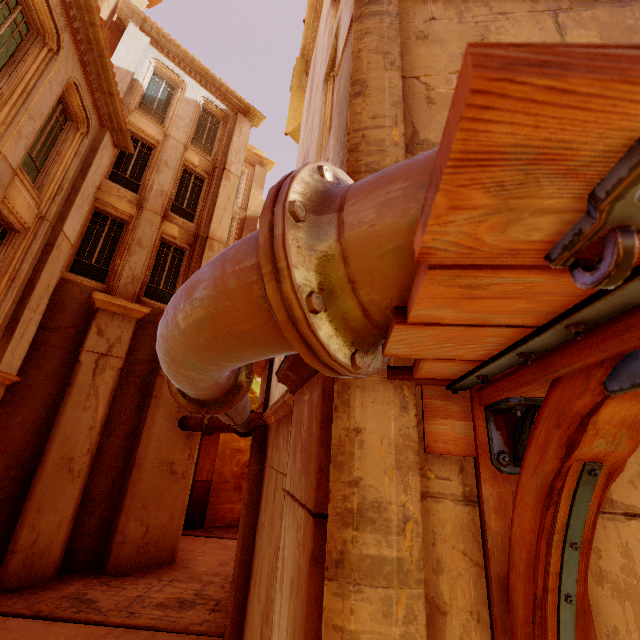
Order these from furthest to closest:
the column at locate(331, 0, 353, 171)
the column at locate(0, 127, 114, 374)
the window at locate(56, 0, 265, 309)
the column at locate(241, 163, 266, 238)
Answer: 1. the column at locate(241, 163, 266, 238)
2. the window at locate(56, 0, 265, 309)
3. the column at locate(0, 127, 114, 374)
4. the column at locate(331, 0, 353, 171)

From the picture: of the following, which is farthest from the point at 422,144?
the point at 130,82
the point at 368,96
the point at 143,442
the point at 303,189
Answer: the point at 130,82

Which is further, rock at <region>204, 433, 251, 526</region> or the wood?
rock at <region>204, 433, 251, 526</region>

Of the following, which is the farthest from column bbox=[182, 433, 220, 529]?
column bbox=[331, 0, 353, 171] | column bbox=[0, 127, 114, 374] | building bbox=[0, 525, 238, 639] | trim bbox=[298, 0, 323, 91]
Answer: column bbox=[331, 0, 353, 171]

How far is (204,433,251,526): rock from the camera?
14.77m

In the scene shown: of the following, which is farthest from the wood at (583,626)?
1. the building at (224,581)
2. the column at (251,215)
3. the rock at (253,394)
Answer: the rock at (253,394)

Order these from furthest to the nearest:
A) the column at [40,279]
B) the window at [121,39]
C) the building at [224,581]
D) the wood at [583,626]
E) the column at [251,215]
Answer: the column at [251,215] < the window at [121,39] < the column at [40,279] < the building at [224,581] < the wood at [583,626]

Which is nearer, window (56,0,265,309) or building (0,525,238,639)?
building (0,525,238,639)
